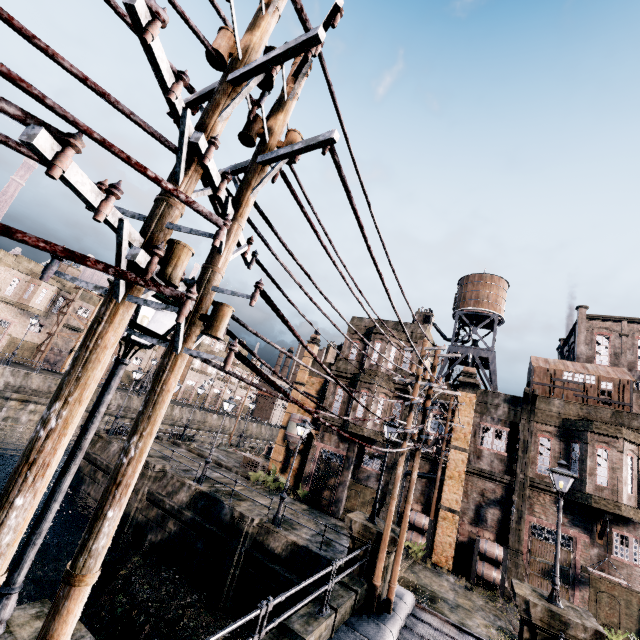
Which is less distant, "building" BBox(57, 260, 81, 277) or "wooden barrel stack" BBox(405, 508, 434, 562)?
"wooden barrel stack" BBox(405, 508, 434, 562)

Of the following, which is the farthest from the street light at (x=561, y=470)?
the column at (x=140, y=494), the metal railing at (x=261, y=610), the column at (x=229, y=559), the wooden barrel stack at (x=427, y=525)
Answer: the column at (x=140, y=494)

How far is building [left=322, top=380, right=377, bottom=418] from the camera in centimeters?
2562cm

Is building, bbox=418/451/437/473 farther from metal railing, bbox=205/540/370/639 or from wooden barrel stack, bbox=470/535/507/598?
metal railing, bbox=205/540/370/639

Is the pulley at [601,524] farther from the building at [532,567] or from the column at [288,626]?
the column at [288,626]

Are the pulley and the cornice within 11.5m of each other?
no

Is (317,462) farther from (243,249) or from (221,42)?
(221,42)
